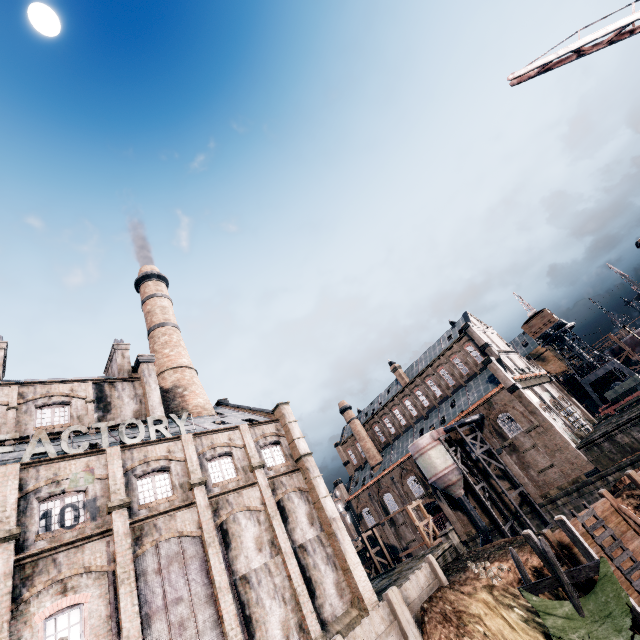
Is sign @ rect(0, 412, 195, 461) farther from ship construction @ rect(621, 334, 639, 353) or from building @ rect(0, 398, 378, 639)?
ship construction @ rect(621, 334, 639, 353)

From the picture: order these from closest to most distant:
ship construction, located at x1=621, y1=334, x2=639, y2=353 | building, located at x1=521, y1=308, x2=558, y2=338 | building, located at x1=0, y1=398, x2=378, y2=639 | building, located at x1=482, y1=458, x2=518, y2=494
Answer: building, located at x1=0, y1=398, x2=378, y2=639 → building, located at x1=482, y1=458, x2=518, y2=494 → building, located at x1=521, y1=308, x2=558, y2=338 → ship construction, located at x1=621, y1=334, x2=639, y2=353

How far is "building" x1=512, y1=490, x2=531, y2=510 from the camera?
39.06m

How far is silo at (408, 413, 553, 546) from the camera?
37.7m

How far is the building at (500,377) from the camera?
38.1m

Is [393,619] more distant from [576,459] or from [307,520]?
[576,459]

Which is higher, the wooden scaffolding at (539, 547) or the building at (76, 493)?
the building at (76, 493)

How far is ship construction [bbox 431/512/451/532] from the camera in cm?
4611
